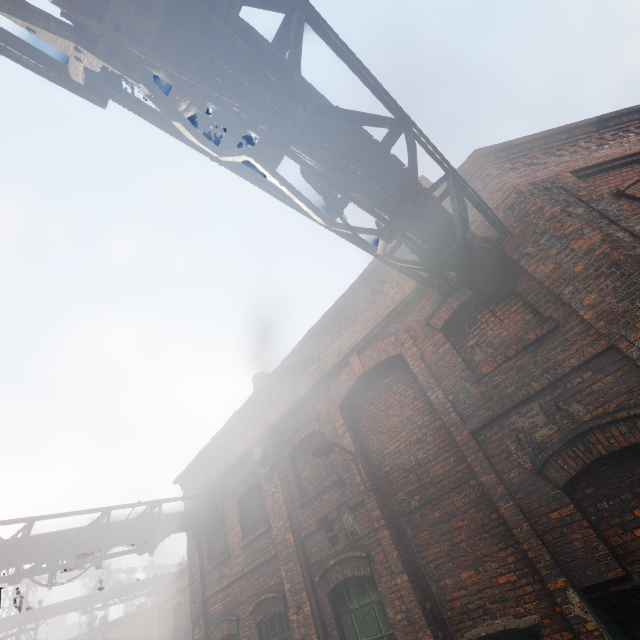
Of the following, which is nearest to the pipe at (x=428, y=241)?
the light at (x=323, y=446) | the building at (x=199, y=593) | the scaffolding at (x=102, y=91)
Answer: the scaffolding at (x=102, y=91)

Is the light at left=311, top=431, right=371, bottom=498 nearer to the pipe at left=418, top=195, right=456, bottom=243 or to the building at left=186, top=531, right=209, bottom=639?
the pipe at left=418, top=195, right=456, bottom=243

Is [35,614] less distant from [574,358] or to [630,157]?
[574,358]

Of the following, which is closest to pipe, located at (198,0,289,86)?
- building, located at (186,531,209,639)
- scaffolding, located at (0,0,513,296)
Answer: scaffolding, located at (0,0,513,296)

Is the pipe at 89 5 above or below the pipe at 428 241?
above

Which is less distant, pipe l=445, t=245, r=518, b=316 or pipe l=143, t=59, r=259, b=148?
pipe l=143, t=59, r=259, b=148

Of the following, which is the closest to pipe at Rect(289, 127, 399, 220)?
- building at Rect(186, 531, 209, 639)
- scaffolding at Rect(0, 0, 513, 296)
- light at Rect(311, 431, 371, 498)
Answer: scaffolding at Rect(0, 0, 513, 296)

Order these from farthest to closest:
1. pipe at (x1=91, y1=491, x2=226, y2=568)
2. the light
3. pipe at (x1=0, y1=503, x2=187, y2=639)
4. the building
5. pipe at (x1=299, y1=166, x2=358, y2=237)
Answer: the building, pipe at (x1=91, y1=491, x2=226, y2=568), pipe at (x1=0, y1=503, x2=187, y2=639), the light, pipe at (x1=299, y1=166, x2=358, y2=237)
